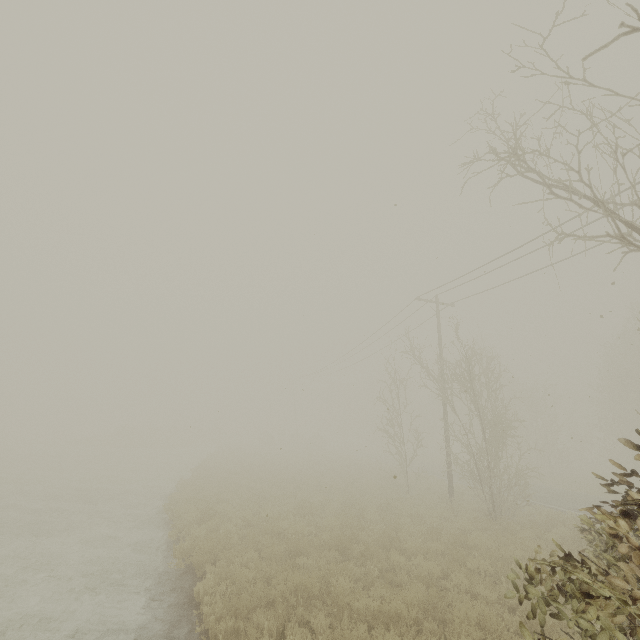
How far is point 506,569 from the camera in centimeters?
873cm
